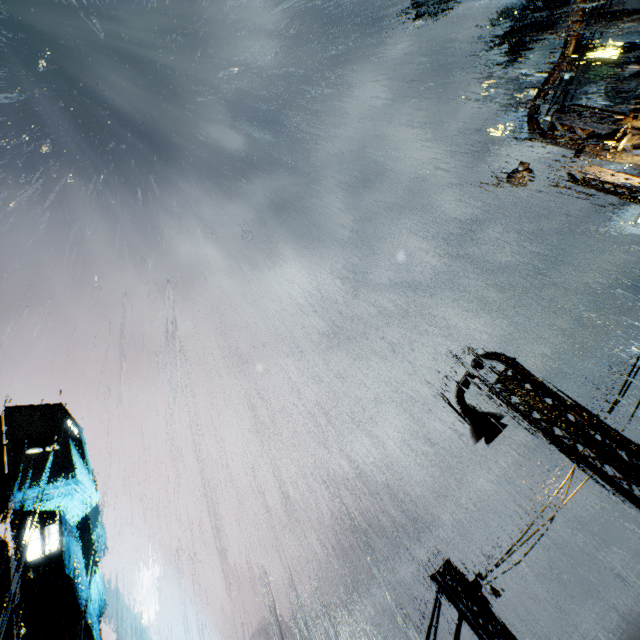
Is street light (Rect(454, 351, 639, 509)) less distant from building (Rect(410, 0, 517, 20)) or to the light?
building (Rect(410, 0, 517, 20))

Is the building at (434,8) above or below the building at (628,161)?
above

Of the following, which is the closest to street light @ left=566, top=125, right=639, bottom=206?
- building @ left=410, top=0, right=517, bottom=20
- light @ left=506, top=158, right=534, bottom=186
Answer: building @ left=410, top=0, right=517, bottom=20

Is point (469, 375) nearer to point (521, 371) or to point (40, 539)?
point (521, 371)

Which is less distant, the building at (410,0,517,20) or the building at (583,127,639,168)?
the building at (583,127,639,168)

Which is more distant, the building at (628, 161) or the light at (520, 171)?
the light at (520, 171)
